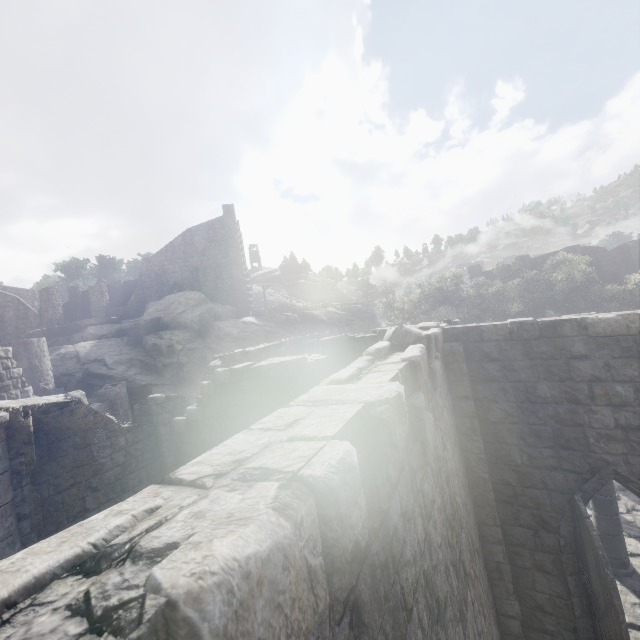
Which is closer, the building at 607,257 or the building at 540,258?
the building at 607,257

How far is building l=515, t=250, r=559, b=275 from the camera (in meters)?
33.47

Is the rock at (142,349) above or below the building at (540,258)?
below

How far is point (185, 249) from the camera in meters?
35.6

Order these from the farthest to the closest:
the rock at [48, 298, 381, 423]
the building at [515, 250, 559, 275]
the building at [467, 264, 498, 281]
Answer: the building at [467, 264, 498, 281] → the building at [515, 250, 559, 275] → the rock at [48, 298, 381, 423]

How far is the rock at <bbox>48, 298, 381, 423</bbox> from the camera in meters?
24.8 m

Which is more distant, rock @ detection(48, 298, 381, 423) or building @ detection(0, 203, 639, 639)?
rock @ detection(48, 298, 381, 423)
